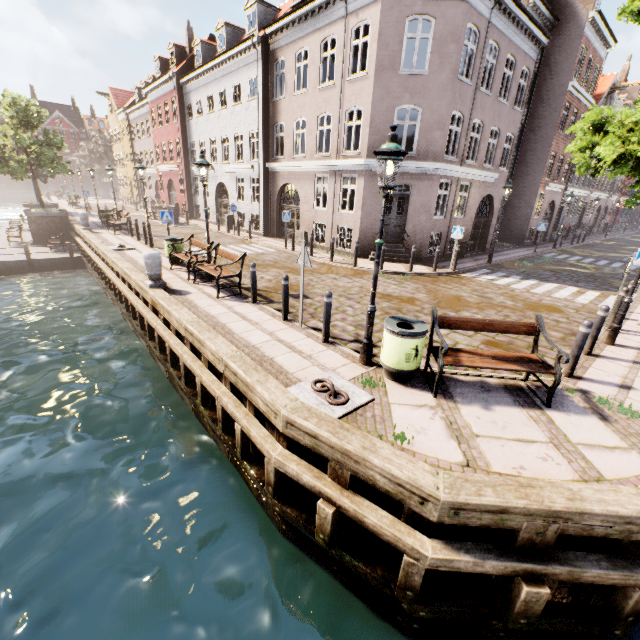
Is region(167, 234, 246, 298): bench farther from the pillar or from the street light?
the street light

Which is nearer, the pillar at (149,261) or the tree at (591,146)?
the tree at (591,146)

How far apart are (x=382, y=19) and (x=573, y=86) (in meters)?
16.65

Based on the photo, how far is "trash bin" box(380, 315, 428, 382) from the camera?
5.1m

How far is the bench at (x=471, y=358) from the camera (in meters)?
4.91

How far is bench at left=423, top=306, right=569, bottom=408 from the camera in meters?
4.9

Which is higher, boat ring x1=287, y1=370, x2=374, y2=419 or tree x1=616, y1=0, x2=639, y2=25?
tree x1=616, y1=0, x2=639, y2=25

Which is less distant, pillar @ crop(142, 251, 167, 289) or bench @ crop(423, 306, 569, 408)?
bench @ crop(423, 306, 569, 408)
